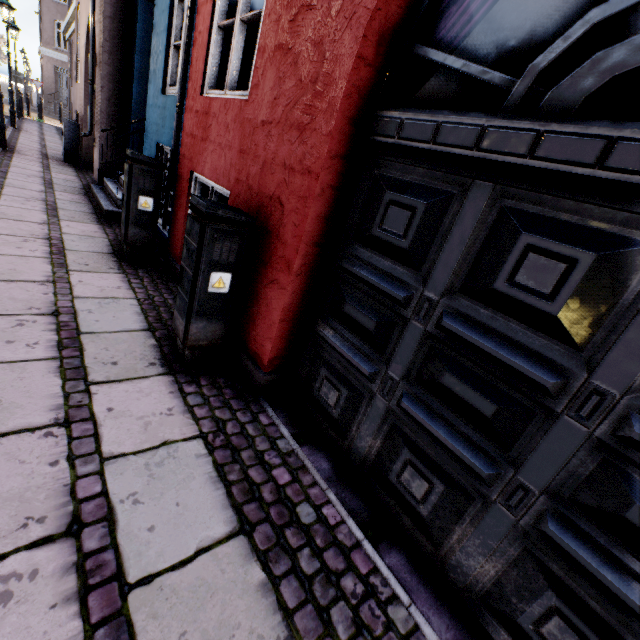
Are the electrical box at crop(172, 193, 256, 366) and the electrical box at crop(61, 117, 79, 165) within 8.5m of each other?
no

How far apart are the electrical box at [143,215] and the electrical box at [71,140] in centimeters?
718cm

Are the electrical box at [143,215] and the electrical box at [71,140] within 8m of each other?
yes

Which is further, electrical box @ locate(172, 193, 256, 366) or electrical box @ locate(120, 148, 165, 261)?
electrical box @ locate(120, 148, 165, 261)

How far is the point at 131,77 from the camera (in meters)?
6.07

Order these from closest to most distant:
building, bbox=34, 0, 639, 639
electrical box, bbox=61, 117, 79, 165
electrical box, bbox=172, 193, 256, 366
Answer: building, bbox=34, 0, 639, 639 → electrical box, bbox=172, 193, 256, 366 → electrical box, bbox=61, 117, 79, 165

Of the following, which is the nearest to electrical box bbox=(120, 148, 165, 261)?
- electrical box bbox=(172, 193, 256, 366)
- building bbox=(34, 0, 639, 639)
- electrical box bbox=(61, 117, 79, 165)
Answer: building bbox=(34, 0, 639, 639)

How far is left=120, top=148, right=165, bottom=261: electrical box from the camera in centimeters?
377cm
